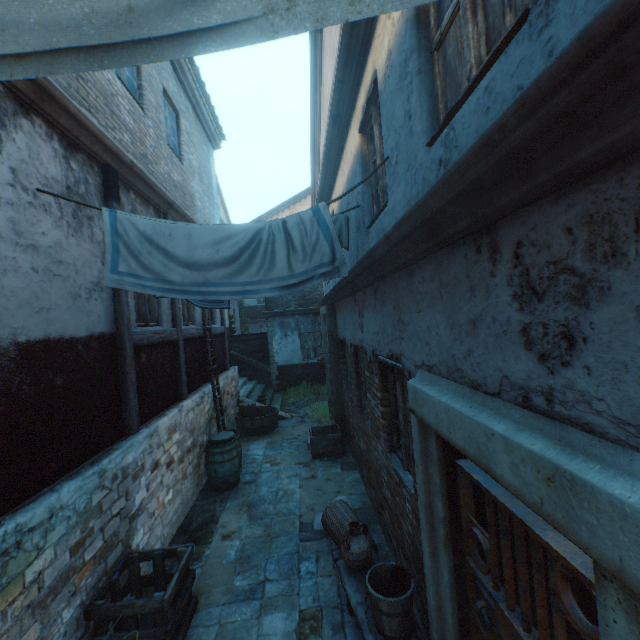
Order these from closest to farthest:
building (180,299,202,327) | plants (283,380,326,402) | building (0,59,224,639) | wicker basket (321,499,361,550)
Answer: building (0,59,224,639) < wicker basket (321,499,361,550) < building (180,299,202,327) < plants (283,380,326,402)

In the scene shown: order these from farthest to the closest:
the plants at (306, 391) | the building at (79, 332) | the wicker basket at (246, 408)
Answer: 1. the plants at (306, 391)
2. the wicker basket at (246, 408)
3. the building at (79, 332)

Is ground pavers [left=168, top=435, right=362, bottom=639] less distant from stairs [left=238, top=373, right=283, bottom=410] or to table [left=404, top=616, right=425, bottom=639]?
table [left=404, top=616, right=425, bottom=639]

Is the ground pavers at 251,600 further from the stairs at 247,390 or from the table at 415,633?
the stairs at 247,390

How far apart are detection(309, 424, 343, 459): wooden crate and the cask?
1.9m

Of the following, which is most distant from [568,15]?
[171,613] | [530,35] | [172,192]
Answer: [172,192]

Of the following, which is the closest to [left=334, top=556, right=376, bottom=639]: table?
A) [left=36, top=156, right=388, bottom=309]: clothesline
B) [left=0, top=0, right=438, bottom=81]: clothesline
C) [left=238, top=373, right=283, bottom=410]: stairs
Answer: [left=36, top=156, right=388, bottom=309]: clothesline

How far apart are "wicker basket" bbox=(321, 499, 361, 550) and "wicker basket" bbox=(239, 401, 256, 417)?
5.60m
